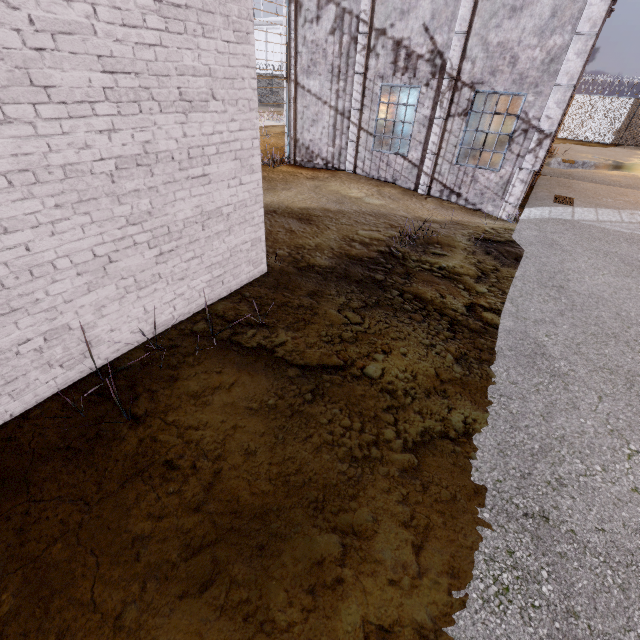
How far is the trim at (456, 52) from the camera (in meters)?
9.01

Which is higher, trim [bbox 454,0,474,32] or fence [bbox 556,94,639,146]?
trim [bbox 454,0,474,32]

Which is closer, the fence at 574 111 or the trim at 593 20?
the trim at 593 20

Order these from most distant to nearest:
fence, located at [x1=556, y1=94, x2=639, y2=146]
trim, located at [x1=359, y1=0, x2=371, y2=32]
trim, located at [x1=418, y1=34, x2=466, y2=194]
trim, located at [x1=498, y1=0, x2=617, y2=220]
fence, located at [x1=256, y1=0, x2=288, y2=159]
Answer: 1. fence, located at [x1=556, y1=94, x2=639, y2=146]
2. fence, located at [x1=256, y1=0, x2=288, y2=159]
3. trim, located at [x1=359, y1=0, x2=371, y2=32]
4. trim, located at [x1=418, y1=34, x2=466, y2=194]
5. trim, located at [x1=498, y1=0, x2=617, y2=220]

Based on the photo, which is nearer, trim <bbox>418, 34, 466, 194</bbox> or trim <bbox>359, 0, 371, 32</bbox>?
trim <bbox>418, 34, 466, 194</bbox>

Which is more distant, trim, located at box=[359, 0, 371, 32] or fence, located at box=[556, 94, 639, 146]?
fence, located at box=[556, 94, 639, 146]

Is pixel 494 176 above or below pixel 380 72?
below

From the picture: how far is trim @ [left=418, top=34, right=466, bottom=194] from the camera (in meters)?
9.01
